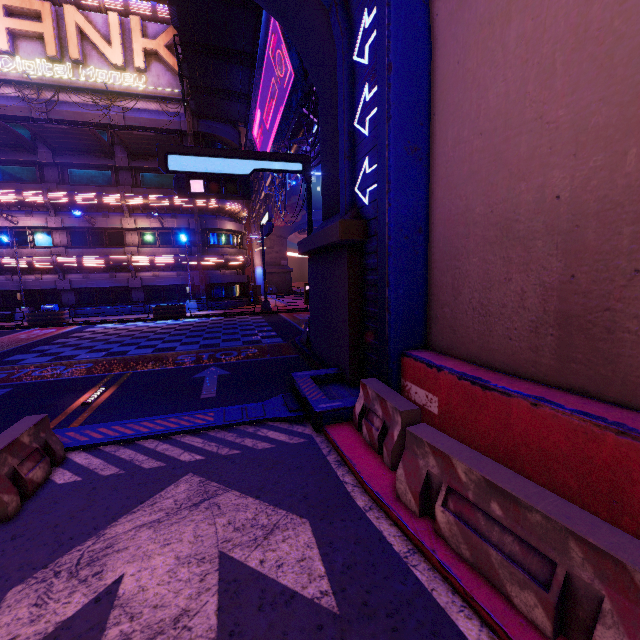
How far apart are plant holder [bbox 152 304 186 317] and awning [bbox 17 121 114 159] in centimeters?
1181cm

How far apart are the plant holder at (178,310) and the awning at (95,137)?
11.8 meters

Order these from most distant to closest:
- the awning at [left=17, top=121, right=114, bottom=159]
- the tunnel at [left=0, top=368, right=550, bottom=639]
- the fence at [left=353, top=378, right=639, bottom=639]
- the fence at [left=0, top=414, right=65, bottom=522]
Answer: the awning at [left=17, top=121, right=114, bottom=159] → the fence at [left=0, top=414, right=65, bottom=522] → the tunnel at [left=0, top=368, right=550, bottom=639] → the fence at [left=353, top=378, right=639, bottom=639]

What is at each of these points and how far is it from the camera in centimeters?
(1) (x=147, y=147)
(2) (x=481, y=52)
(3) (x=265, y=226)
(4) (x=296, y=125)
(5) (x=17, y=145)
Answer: (1) awning, 2408cm
(2) tunnel, 470cm
(3) sign, 2184cm
(4) pipe, 1823cm
(5) awning, 2281cm

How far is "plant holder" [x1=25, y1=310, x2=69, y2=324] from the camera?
21.34m

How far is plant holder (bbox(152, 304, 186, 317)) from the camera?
23.40m

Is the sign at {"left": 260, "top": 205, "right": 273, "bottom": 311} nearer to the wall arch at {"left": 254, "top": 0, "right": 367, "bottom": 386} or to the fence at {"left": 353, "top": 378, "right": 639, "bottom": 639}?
the wall arch at {"left": 254, "top": 0, "right": 367, "bottom": 386}

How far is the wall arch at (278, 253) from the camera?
50.0m
